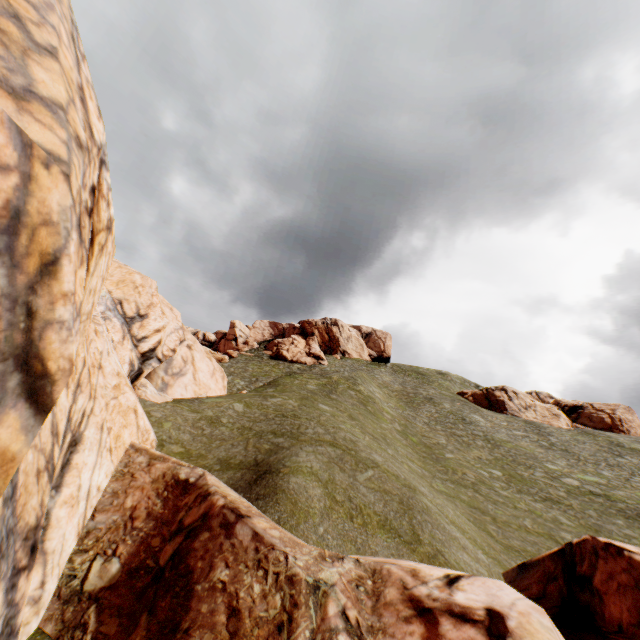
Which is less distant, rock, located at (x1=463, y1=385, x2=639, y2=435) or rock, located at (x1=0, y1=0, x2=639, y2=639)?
rock, located at (x1=0, y1=0, x2=639, y2=639)

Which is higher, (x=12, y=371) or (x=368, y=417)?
(x=368, y=417)

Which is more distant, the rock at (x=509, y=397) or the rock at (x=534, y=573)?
the rock at (x=509, y=397)

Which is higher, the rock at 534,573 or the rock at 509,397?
the rock at 509,397

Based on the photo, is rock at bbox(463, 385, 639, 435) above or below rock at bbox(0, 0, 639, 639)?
above
